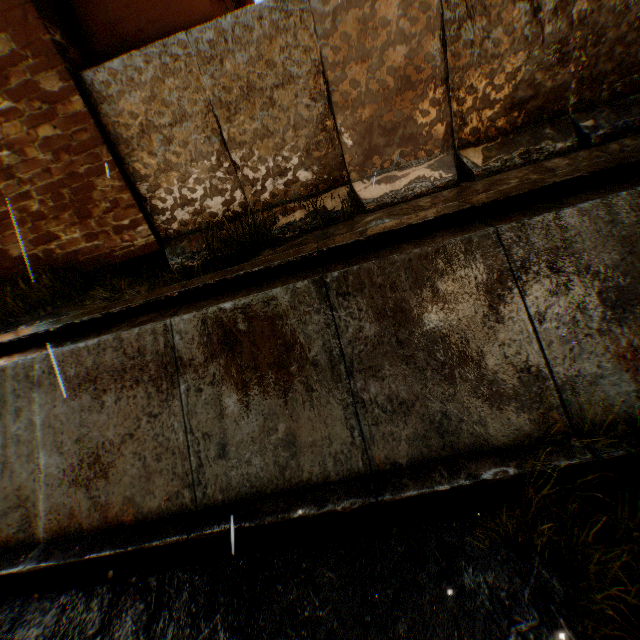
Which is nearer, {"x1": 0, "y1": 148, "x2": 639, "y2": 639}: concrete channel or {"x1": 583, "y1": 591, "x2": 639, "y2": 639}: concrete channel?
{"x1": 583, "y1": 591, "x2": 639, "y2": 639}: concrete channel

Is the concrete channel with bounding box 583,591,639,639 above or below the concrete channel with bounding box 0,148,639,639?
below

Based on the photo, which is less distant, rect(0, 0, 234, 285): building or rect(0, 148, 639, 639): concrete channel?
rect(0, 148, 639, 639): concrete channel

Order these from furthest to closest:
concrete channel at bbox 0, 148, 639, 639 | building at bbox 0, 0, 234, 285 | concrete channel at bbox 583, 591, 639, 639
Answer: building at bbox 0, 0, 234, 285 → concrete channel at bbox 0, 148, 639, 639 → concrete channel at bbox 583, 591, 639, 639

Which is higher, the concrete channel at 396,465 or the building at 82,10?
the building at 82,10

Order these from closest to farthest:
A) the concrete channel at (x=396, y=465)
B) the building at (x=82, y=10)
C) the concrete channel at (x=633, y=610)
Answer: the concrete channel at (x=633, y=610), the concrete channel at (x=396, y=465), the building at (x=82, y=10)

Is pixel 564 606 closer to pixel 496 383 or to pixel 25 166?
pixel 496 383
